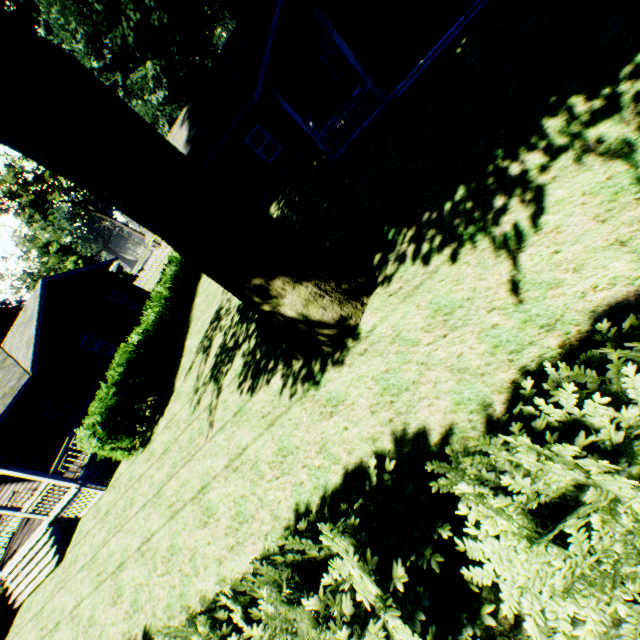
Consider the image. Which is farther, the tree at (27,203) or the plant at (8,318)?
the tree at (27,203)

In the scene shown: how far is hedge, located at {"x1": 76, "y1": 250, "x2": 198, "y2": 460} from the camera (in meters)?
11.68

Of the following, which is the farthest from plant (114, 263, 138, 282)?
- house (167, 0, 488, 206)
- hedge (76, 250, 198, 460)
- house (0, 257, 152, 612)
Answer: house (167, 0, 488, 206)

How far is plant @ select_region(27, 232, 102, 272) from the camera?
48.6m

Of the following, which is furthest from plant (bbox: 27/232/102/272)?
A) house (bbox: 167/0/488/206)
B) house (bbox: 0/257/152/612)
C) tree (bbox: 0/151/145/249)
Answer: tree (bbox: 0/151/145/249)

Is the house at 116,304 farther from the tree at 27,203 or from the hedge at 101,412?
the tree at 27,203

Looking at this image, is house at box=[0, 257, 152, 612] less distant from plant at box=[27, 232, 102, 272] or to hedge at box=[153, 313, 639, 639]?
plant at box=[27, 232, 102, 272]

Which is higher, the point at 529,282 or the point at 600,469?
the point at 600,469
